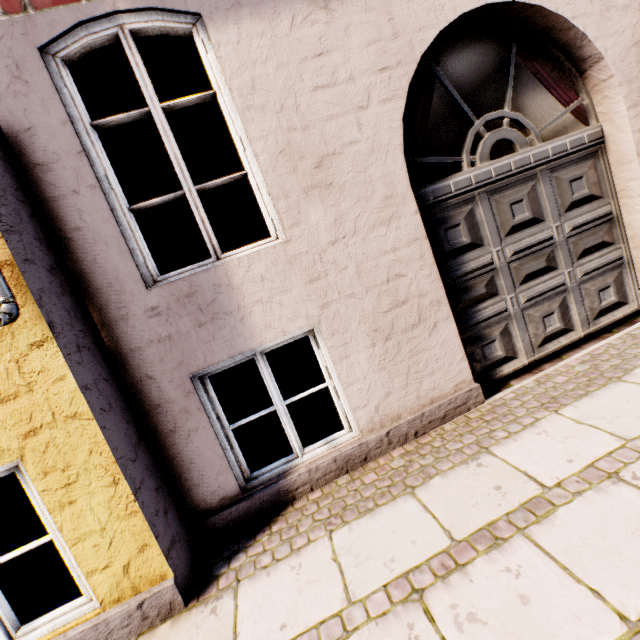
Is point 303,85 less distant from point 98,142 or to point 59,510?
point 98,142
